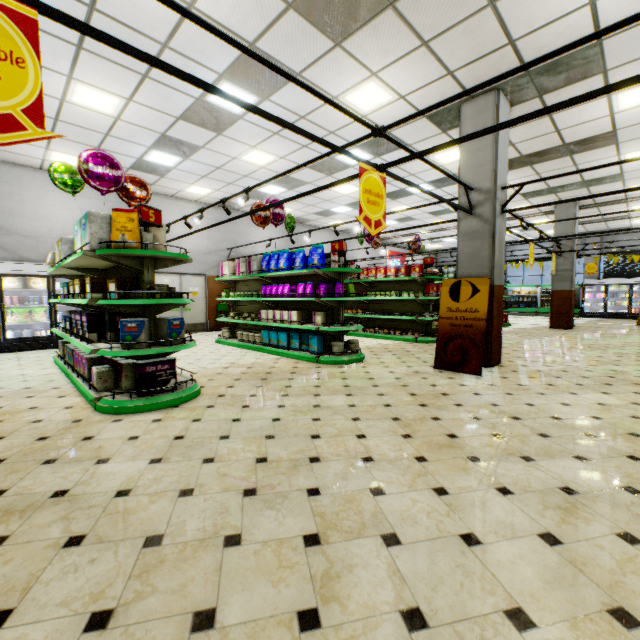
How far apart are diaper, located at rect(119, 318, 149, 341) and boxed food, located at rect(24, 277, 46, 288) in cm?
687

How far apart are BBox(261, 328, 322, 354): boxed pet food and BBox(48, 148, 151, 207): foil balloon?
3.6m

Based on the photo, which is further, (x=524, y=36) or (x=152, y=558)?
(x=524, y=36)

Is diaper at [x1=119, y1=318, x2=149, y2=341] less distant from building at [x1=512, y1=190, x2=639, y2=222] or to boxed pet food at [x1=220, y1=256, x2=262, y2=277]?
building at [x1=512, y1=190, x2=639, y2=222]

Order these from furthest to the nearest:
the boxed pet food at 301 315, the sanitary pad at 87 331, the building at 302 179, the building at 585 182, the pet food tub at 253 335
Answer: the building at 585 182 < the building at 302 179 < the pet food tub at 253 335 < the boxed pet food at 301 315 < the sanitary pad at 87 331

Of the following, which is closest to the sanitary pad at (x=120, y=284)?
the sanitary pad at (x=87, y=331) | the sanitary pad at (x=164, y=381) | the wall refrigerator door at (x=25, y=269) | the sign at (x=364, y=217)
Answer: the sanitary pad at (x=87, y=331)

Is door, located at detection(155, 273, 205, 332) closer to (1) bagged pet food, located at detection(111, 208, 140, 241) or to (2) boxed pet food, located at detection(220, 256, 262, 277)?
(2) boxed pet food, located at detection(220, 256, 262, 277)

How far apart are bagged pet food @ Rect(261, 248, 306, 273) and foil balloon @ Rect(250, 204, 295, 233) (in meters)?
0.63
